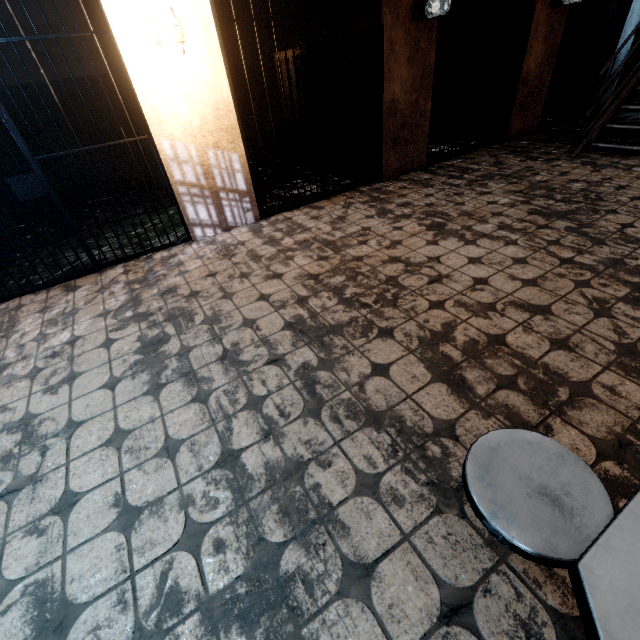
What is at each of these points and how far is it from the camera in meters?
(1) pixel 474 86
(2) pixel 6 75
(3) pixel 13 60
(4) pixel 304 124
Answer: (1) metal bar, 5.0 m
(2) building, 4.8 m
(3) building, 4.8 m
(4) metal bar, 4.0 m

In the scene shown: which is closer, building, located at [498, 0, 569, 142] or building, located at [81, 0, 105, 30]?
building, located at [81, 0, 105, 30]

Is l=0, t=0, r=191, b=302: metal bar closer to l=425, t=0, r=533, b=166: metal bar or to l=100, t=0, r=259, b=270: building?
l=100, t=0, r=259, b=270: building

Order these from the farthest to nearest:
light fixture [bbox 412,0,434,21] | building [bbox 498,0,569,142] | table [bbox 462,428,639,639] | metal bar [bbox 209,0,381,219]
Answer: building [bbox 498,0,569,142]
light fixture [bbox 412,0,434,21]
metal bar [bbox 209,0,381,219]
table [bbox 462,428,639,639]

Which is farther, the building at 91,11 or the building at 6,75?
the building at 6,75

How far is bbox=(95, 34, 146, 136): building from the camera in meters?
4.4

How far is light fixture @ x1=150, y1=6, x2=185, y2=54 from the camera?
2.72m

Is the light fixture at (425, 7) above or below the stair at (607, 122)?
above
